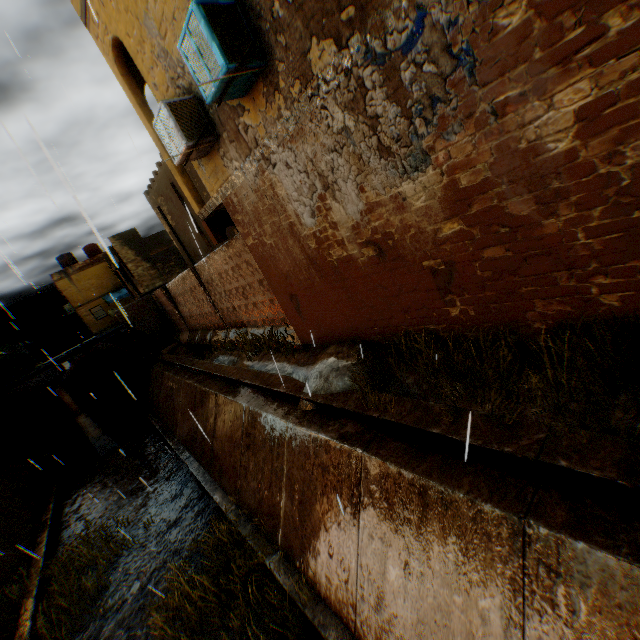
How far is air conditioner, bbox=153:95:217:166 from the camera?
5.7 meters

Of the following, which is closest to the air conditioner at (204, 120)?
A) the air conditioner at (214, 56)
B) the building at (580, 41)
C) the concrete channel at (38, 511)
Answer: the building at (580, 41)

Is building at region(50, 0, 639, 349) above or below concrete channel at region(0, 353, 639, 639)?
above

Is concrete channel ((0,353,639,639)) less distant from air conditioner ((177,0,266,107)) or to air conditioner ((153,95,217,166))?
air conditioner ((177,0,266,107))

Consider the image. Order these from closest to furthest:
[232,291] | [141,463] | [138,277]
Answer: [232,291] < [141,463] < [138,277]

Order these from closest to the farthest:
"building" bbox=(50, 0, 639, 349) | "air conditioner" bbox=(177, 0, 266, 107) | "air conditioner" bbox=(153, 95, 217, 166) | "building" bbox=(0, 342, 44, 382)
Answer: "building" bbox=(50, 0, 639, 349)
"air conditioner" bbox=(177, 0, 266, 107)
"air conditioner" bbox=(153, 95, 217, 166)
"building" bbox=(0, 342, 44, 382)

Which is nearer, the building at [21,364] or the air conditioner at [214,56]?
the air conditioner at [214,56]

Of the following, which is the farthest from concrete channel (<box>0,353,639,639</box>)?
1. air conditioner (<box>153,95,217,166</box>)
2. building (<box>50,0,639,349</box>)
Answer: air conditioner (<box>153,95,217,166</box>)
